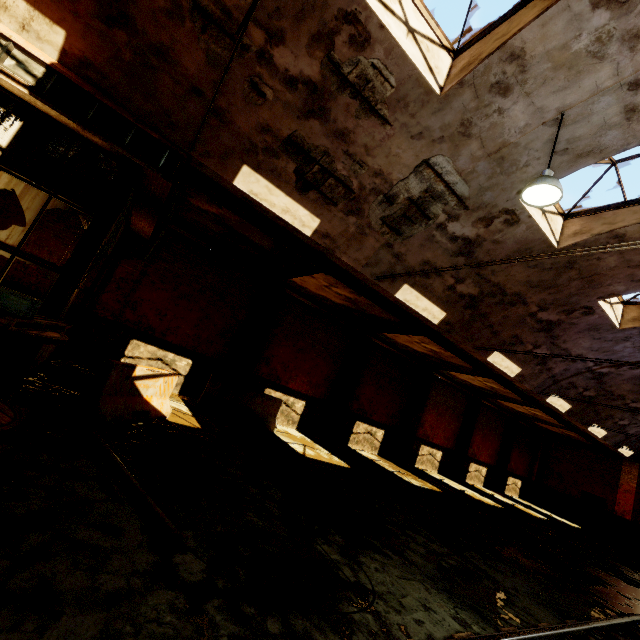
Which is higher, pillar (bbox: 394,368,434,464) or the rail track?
pillar (bbox: 394,368,434,464)

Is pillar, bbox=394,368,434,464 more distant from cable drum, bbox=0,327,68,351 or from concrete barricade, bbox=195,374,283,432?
cable drum, bbox=0,327,68,351

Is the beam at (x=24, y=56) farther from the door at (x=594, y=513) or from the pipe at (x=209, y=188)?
the door at (x=594, y=513)

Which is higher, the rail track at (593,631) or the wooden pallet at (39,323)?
the wooden pallet at (39,323)

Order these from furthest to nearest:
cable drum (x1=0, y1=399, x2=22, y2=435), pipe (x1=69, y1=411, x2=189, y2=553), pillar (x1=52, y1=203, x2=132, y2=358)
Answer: pillar (x1=52, y1=203, x2=132, y2=358) < cable drum (x1=0, y1=399, x2=22, y2=435) < pipe (x1=69, y1=411, x2=189, y2=553)

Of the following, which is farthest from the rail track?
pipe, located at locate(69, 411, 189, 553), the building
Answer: the building

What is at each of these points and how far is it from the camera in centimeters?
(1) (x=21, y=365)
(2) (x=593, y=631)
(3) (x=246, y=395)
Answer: (1) pillar, 493cm
(2) rail track, 458cm
(3) concrete barricade, 1072cm

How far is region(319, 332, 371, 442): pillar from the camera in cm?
1396
